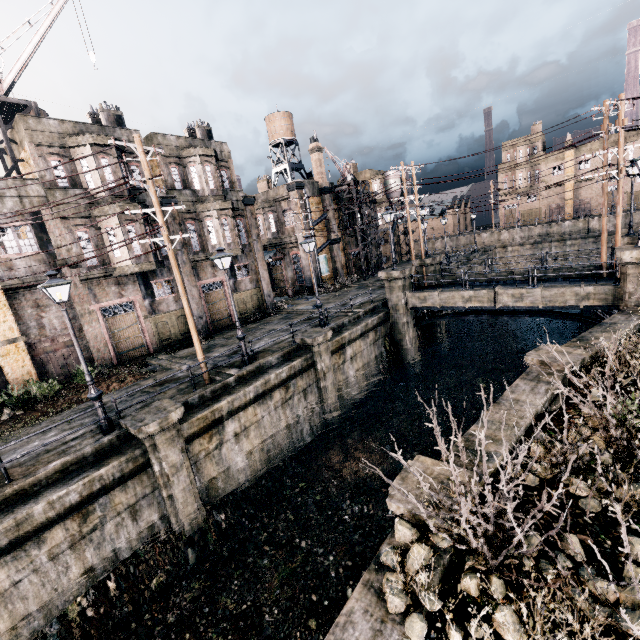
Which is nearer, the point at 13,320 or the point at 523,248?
→ the point at 13,320

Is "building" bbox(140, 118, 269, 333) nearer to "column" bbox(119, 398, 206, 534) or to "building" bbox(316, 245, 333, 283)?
"building" bbox(316, 245, 333, 283)

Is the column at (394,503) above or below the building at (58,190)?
below

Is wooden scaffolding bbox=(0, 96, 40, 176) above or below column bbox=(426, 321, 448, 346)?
above

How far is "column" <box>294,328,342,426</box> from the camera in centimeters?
1742cm

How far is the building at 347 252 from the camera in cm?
4153

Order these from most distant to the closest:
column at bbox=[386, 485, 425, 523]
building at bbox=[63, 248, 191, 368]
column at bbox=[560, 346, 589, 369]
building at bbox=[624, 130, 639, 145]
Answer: building at bbox=[624, 130, 639, 145] → building at bbox=[63, 248, 191, 368] → column at bbox=[560, 346, 589, 369] → column at bbox=[386, 485, 425, 523]

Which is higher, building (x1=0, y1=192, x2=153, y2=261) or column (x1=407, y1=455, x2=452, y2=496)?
building (x1=0, y1=192, x2=153, y2=261)
